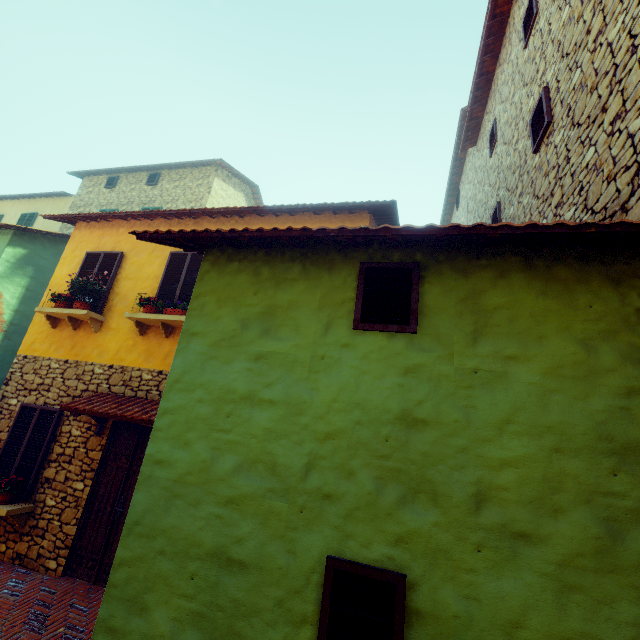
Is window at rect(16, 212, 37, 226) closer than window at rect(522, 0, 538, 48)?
No

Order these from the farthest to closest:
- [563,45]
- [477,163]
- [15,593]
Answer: [477,163] → [15,593] → [563,45]

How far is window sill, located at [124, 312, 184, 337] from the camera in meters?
6.3

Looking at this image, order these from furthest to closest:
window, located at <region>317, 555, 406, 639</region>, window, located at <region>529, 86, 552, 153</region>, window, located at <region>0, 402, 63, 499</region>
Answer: window, located at <region>0, 402, 63, 499</region>
window, located at <region>529, 86, 552, 153</region>
window, located at <region>317, 555, 406, 639</region>

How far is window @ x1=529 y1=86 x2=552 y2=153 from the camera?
4.7m

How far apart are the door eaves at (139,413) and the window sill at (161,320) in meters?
1.2

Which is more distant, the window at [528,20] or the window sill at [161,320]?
the window sill at [161,320]

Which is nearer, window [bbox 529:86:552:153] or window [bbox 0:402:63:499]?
window [bbox 529:86:552:153]
